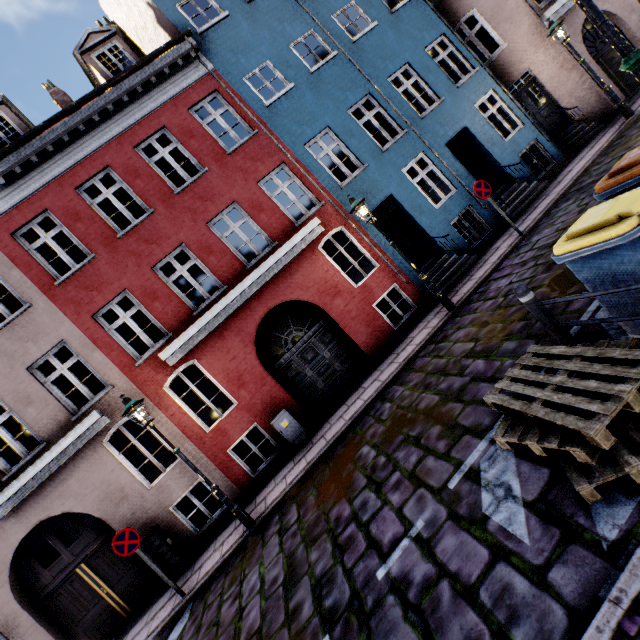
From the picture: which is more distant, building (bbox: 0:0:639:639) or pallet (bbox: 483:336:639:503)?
building (bbox: 0:0:639:639)

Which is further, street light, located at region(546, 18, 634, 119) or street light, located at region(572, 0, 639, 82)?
street light, located at region(546, 18, 634, 119)

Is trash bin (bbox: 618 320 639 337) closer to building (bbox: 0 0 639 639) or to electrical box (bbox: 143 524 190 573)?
building (bbox: 0 0 639 639)

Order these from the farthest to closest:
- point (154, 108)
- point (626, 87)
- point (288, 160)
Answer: point (626, 87) < point (288, 160) < point (154, 108)

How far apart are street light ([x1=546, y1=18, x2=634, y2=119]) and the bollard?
11.12m

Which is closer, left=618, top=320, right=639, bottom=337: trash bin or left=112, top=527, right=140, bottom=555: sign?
left=618, top=320, right=639, bottom=337: trash bin

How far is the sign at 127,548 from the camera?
6.66m

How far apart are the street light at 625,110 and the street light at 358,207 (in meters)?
8.53
